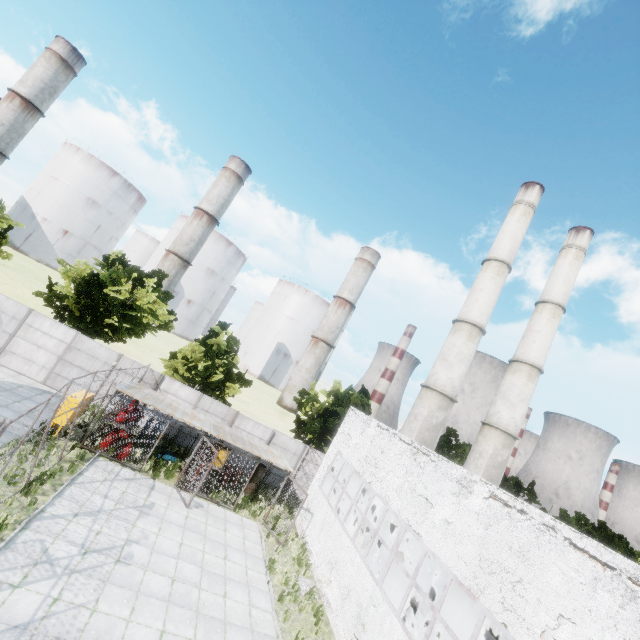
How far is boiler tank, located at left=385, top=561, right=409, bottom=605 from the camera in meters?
17.2

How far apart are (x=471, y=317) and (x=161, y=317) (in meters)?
25.15

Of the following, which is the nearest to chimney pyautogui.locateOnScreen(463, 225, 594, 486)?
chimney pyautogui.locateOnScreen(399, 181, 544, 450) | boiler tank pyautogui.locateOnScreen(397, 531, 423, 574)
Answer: chimney pyautogui.locateOnScreen(399, 181, 544, 450)

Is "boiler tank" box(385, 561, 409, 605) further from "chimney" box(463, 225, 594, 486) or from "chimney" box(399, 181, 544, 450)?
"chimney" box(463, 225, 594, 486)

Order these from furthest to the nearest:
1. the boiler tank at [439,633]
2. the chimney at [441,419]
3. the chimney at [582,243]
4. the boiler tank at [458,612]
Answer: the chimney at [582,243], the chimney at [441,419], the boiler tank at [439,633], the boiler tank at [458,612]

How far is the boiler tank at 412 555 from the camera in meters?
17.3 m
